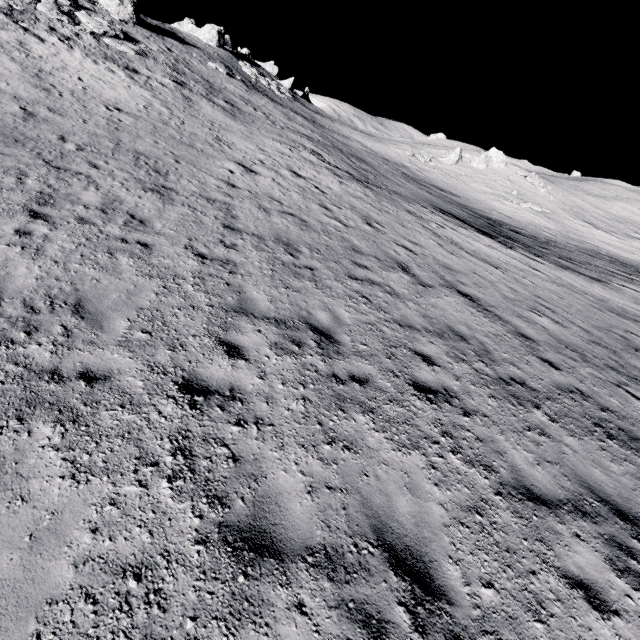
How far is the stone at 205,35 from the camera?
43.84m

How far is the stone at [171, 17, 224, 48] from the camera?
43.8m

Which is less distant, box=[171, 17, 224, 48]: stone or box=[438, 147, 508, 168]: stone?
box=[171, 17, 224, 48]: stone

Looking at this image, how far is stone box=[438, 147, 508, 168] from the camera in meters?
48.0 m

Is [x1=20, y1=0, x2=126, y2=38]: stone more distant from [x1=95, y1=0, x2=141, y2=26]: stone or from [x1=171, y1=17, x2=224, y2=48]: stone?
[x1=171, y1=17, x2=224, y2=48]: stone

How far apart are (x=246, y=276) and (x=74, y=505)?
5.33m

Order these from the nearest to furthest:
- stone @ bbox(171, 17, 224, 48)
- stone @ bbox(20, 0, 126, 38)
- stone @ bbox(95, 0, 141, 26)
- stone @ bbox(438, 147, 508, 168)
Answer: stone @ bbox(20, 0, 126, 38)
stone @ bbox(95, 0, 141, 26)
stone @ bbox(171, 17, 224, 48)
stone @ bbox(438, 147, 508, 168)

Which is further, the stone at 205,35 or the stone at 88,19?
the stone at 205,35
